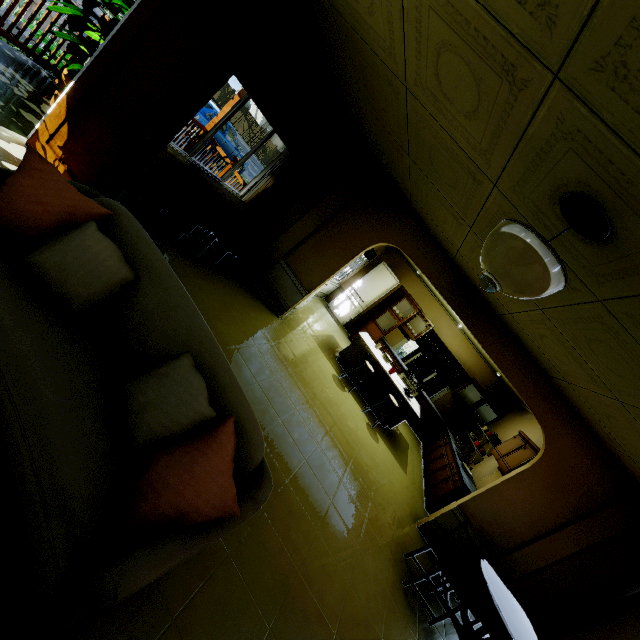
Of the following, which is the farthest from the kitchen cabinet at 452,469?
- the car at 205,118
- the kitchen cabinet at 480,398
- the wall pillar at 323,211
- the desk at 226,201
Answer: the car at 205,118

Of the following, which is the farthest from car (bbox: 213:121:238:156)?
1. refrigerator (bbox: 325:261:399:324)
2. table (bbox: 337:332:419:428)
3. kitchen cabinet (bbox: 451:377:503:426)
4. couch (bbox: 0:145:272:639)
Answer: kitchen cabinet (bbox: 451:377:503:426)

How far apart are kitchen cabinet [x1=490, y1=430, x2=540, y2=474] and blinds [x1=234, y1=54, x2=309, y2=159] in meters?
6.4 m

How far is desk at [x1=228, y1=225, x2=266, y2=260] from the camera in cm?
509

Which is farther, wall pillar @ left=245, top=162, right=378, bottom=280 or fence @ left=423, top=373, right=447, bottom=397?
Answer: fence @ left=423, top=373, right=447, bottom=397

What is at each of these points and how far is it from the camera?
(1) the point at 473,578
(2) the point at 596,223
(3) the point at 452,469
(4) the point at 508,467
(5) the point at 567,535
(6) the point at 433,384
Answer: (1) table, 3.4m
(2) ceiling light, 1.6m
(3) kitchen cabinet, 6.4m
(4) kitchen cabinet, 5.7m
(5) wall pillar, 4.4m
(6) fence, 13.4m

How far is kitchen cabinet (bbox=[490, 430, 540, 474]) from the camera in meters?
5.6 m

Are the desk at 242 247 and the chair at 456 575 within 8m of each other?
yes
